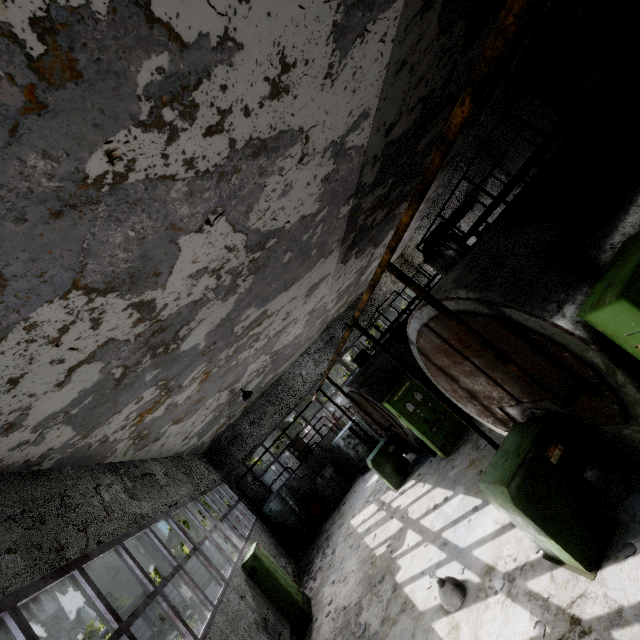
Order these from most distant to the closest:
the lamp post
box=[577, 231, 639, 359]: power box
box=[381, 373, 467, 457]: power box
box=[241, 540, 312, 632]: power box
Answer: the lamp post < box=[381, 373, 467, 457]: power box < box=[241, 540, 312, 632]: power box < box=[577, 231, 639, 359]: power box

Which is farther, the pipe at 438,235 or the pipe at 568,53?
the pipe at 438,235

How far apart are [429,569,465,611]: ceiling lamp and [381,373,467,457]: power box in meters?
4.2 m

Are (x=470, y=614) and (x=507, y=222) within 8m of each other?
yes

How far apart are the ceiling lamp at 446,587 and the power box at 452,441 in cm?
425

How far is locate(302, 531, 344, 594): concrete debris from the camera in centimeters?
1135cm

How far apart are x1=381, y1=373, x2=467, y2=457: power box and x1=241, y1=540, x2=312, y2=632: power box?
5.97m

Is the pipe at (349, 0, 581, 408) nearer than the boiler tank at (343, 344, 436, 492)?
Yes
